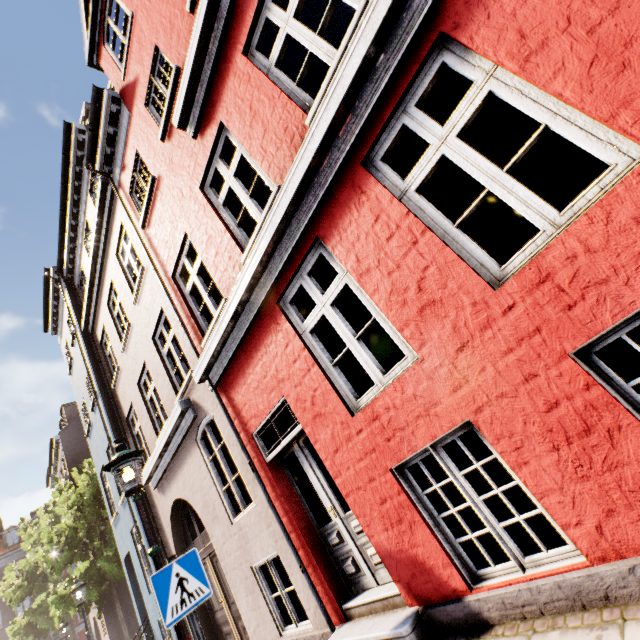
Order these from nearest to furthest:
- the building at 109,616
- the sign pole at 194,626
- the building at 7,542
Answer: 1. the sign pole at 194,626
2. the building at 109,616
3. the building at 7,542

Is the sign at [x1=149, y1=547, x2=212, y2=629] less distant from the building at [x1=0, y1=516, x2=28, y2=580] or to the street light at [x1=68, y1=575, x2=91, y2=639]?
the building at [x1=0, y1=516, x2=28, y2=580]

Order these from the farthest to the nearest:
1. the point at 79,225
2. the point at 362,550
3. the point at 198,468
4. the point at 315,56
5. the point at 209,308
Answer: the point at 315,56 → the point at 79,225 → the point at 198,468 → the point at 209,308 → the point at 362,550

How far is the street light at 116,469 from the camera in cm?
422

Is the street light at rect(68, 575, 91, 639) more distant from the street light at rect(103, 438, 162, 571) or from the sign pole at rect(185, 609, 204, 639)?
the sign pole at rect(185, 609, 204, 639)

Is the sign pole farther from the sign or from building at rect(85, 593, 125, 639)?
building at rect(85, 593, 125, 639)

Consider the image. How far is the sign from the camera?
3.18m

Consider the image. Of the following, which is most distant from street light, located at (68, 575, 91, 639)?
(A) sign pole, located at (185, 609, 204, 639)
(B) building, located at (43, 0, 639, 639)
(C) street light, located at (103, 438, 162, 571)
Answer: (A) sign pole, located at (185, 609, 204, 639)
